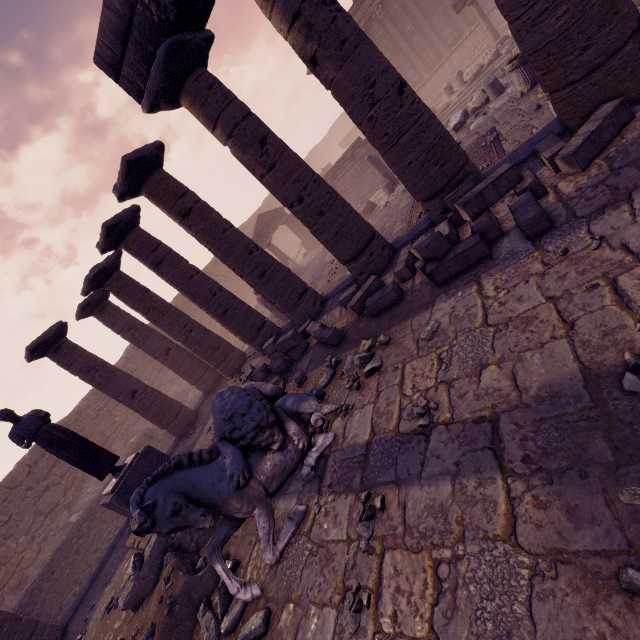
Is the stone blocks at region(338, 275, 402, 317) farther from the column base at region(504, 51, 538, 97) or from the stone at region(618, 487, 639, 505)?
the column base at region(504, 51, 538, 97)

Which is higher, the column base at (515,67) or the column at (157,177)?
the column at (157,177)

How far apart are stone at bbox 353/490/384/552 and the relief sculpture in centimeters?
1836cm

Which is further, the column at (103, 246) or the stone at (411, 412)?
the column at (103, 246)

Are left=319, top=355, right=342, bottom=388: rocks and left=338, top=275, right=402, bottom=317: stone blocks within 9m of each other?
yes

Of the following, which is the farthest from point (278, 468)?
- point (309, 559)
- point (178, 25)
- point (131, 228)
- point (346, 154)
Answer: point (346, 154)

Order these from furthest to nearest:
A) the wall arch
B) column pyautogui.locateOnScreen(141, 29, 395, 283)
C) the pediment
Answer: the wall arch < the pediment < column pyautogui.locateOnScreen(141, 29, 395, 283)

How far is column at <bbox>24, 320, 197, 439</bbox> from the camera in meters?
10.1 m
